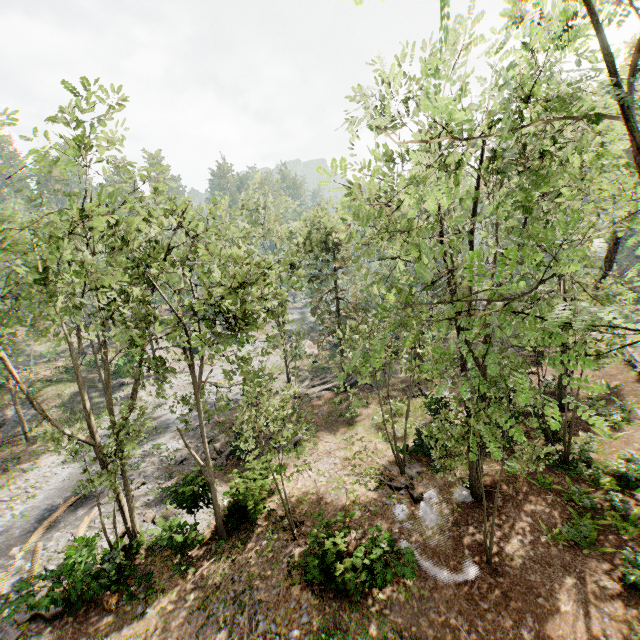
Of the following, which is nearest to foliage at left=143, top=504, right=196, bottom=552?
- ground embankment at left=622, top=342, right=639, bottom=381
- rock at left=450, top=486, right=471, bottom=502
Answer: ground embankment at left=622, top=342, right=639, bottom=381

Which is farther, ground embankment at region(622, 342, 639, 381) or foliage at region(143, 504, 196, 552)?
ground embankment at region(622, 342, 639, 381)

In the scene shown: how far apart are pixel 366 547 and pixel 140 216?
15.3m

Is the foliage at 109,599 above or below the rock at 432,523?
below

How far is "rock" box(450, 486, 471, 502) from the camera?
15.30m

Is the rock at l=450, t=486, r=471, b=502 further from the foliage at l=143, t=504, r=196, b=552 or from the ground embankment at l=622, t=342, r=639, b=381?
the ground embankment at l=622, t=342, r=639, b=381

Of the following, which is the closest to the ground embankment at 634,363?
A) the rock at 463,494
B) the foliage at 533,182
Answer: the foliage at 533,182
